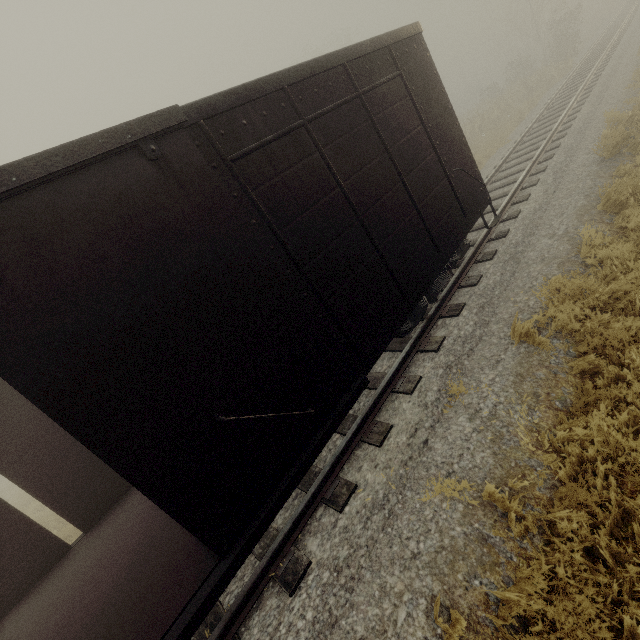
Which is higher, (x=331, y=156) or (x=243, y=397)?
(x=331, y=156)

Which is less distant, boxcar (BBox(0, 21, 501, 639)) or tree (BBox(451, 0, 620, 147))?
boxcar (BBox(0, 21, 501, 639))

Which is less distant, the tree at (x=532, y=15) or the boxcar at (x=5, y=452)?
the boxcar at (x=5, y=452)
